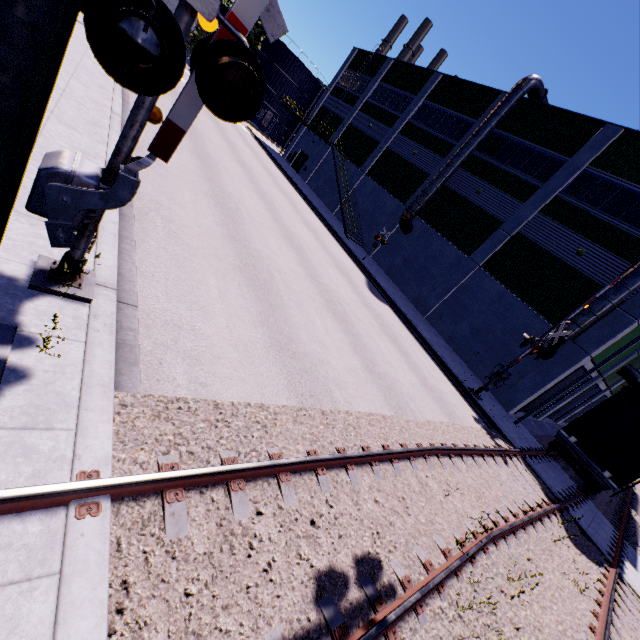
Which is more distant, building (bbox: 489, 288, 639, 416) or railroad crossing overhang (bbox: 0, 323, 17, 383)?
building (bbox: 489, 288, 639, 416)

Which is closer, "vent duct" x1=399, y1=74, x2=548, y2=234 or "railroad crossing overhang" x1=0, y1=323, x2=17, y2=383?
"railroad crossing overhang" x1=0, y1=323, x2=17, y2=383

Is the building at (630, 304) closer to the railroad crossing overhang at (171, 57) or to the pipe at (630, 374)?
the pipe at (630, 374)

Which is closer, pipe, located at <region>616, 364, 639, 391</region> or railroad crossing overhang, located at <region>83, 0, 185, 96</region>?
railroad crossing overhang, located at <region>83, 0, 185, 96</region>

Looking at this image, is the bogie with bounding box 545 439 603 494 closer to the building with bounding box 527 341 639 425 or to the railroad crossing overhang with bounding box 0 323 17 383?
the building with bounding box 527 341 639 425

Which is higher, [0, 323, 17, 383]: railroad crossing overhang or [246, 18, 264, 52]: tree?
Result: [246, 18, 264, 52]: tree

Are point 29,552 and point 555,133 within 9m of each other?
no

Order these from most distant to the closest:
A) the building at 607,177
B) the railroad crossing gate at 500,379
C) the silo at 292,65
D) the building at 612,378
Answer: the silo at 292,65, the building at 612,378, the building at 607,177, the railroad crossing gate at 500,379
